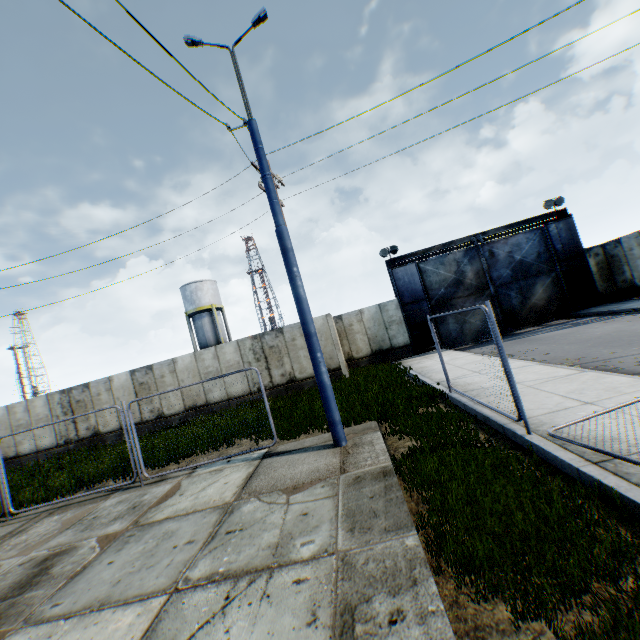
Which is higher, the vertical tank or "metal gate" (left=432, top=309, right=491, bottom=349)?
the vertical tank

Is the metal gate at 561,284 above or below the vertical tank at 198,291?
below

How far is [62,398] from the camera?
17.5 meters

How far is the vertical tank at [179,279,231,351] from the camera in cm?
3528

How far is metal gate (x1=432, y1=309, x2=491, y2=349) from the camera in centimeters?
1919cm

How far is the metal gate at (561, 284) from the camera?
18.9m
